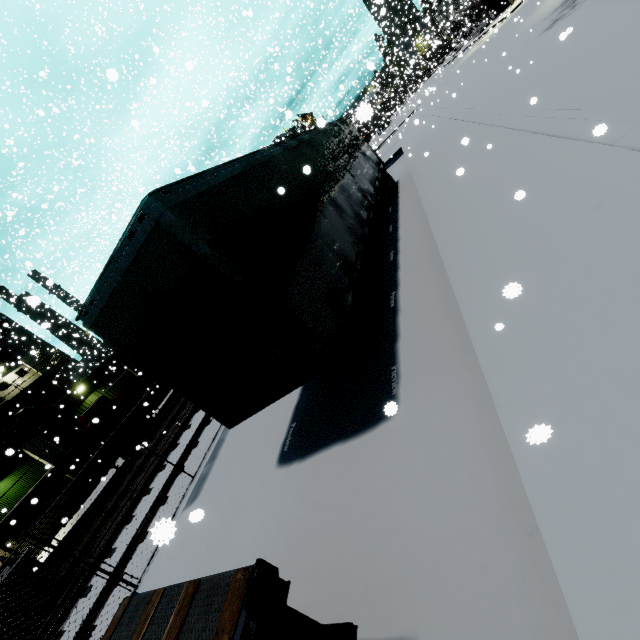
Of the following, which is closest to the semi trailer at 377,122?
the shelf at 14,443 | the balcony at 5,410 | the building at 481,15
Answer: the building at 481,15

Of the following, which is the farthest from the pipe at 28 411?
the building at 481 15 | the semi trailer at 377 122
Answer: the semi trailer at 377 122

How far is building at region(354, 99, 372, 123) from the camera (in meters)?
3.35

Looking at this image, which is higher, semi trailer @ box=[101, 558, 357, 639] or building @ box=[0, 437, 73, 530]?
building @ box=[0, 437, 73, 530]

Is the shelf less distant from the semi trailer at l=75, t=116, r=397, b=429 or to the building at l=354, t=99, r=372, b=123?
the building at l=354, t=99, r=372, b=123

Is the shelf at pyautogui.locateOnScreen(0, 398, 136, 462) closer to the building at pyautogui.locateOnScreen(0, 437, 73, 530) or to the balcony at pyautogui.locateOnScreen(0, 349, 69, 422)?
the building at pyautogui.locateOnScreen(0, 437, 73, 530)

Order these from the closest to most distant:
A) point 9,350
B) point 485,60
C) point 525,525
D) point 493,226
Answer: point 525,525 < point 493,226 < point 9,350 < point 485,60
